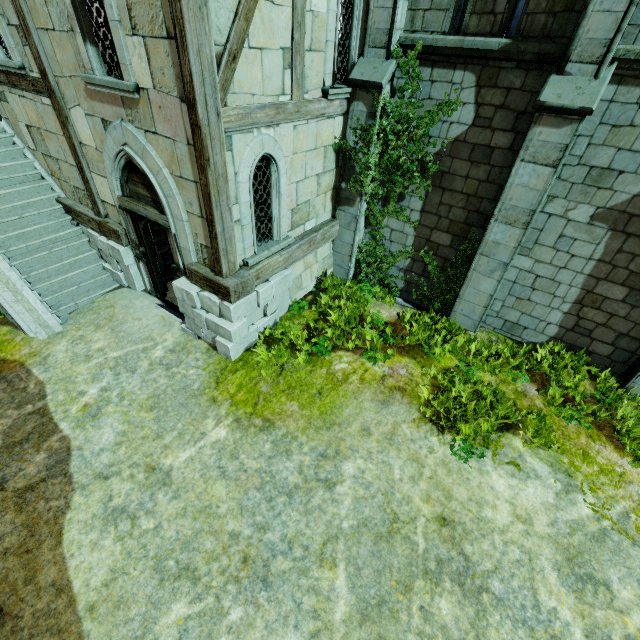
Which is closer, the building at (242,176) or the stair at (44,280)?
the building at (242,176)

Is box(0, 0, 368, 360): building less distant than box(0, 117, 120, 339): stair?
Yes

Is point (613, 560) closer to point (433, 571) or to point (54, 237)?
point (433, 571)
